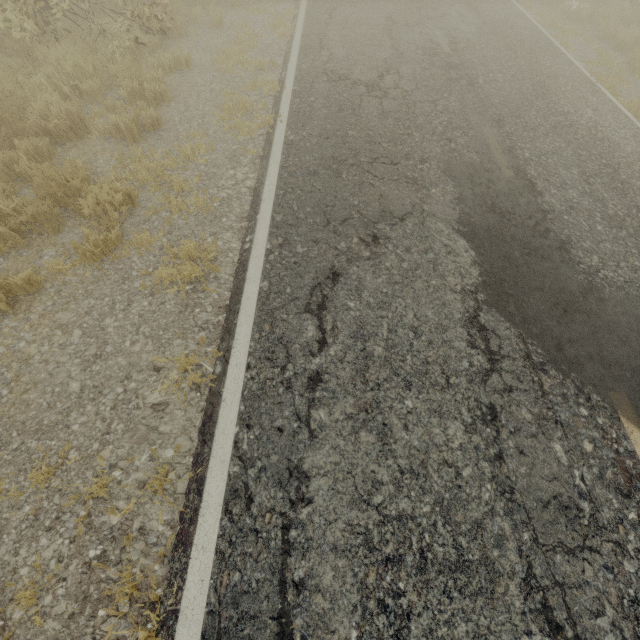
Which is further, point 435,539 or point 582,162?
point 582,162

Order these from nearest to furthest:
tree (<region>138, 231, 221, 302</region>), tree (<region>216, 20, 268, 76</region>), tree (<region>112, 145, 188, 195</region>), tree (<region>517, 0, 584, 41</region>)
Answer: tree (<region>138, 231, 221, 302</region>) < tree (<region>112, 145, 188, 195</region>) < tree (<region>216, 20, 268, 76</region>) < tree (<region>517, 0, 584, 41</region>)

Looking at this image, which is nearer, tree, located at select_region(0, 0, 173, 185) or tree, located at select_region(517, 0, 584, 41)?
tree, located at select_region(0, 0, 173, 185)

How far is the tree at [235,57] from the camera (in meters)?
6.83

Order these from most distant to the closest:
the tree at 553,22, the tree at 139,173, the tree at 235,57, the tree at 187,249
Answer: the tree at 553,22 < the tree at 235,57 < the tree at 139,173 < the tree at 187,249

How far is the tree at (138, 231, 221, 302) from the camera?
3.6 meters
